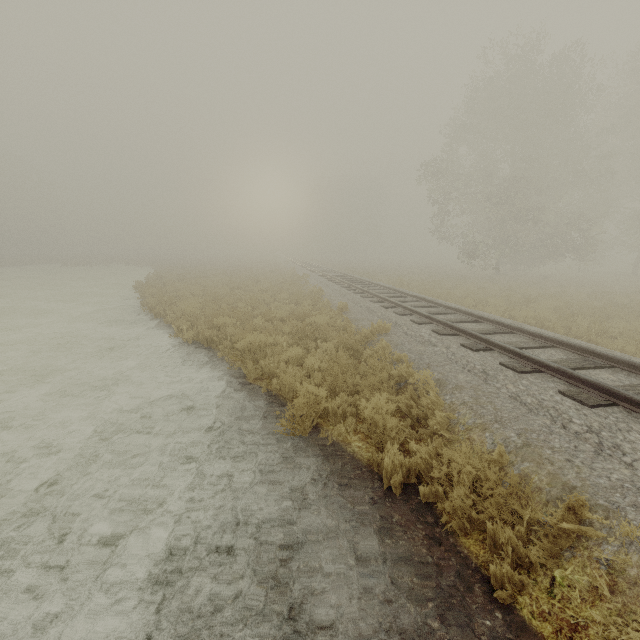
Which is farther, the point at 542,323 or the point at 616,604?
the point at 542,323
